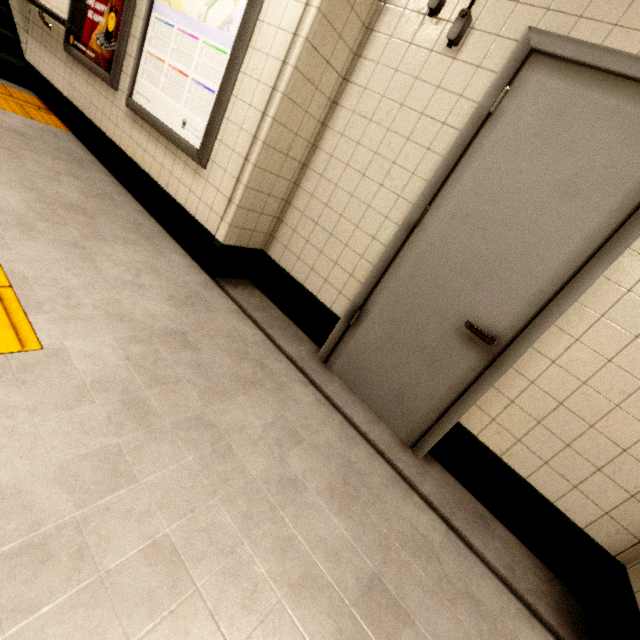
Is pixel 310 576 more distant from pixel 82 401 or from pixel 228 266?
pixel 228 266

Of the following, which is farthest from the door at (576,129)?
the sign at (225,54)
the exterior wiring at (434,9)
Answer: the sign at (225,54)

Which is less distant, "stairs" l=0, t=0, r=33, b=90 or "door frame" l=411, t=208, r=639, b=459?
"door frame" l=411, t=208, r=639, b=459

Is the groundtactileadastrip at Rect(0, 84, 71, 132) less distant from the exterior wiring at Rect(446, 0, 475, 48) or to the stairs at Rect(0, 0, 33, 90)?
the stairs at Rect(0, 0, 33, 90)

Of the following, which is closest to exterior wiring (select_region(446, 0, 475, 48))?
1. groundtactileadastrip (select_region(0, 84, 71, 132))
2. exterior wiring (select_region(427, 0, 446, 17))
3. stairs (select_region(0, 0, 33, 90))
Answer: exterior wiring (select_region(427, 0, 446, 17))

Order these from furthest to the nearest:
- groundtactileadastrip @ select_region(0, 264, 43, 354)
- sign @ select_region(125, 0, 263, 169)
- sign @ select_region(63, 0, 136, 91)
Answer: sign @ select_region(63, 0, 136, 91) → sign @ select_region(125, 0, 263, 169) → groundtactileadastrip @ select_region(0, 264, 43, 354)

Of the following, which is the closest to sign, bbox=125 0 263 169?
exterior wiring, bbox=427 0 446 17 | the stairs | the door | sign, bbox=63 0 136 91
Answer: sign, bbox=63 0 136 91

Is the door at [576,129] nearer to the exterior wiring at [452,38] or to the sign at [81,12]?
the exterior wiring at [452,38]
